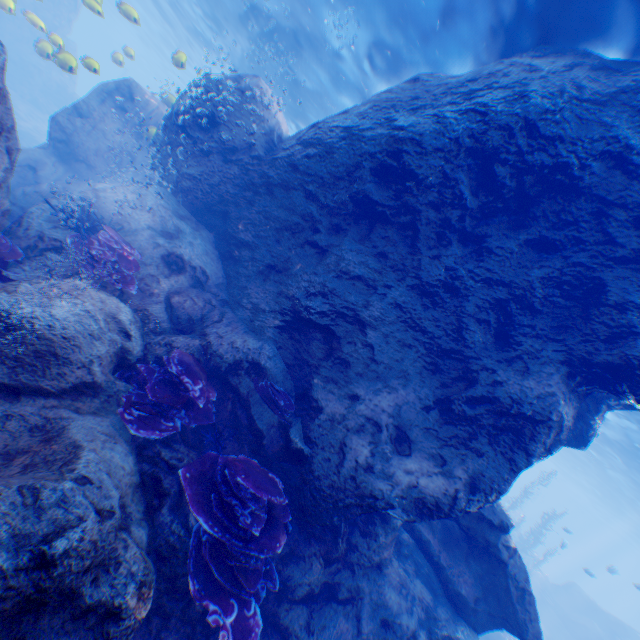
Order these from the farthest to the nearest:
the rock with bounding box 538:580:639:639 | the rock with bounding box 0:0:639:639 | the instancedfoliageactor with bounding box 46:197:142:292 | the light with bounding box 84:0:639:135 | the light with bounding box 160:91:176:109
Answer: the rock with bounding box 538:580:639:639 → the light with bounding box 160:91:176:109 → the light with bounding box 84:0:639:135 → the instancedfoliageactor with bounding box 46:197:142:292 → the rock with bounding box 0:0:639:639

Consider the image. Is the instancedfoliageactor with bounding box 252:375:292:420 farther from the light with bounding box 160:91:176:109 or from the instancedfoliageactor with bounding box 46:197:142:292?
the instancedfoliageactor with bounding box 46:197:142:292

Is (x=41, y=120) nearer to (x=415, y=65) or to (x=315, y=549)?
(x=415, y=65)

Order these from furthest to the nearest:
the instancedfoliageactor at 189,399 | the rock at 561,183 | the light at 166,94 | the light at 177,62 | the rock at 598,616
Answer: the rock at 598,616
the light at 166,94
the light at 177,62
the instancedfoliageactor at 189,399
the rock at 561,183

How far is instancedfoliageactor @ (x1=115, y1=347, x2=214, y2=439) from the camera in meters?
4.6

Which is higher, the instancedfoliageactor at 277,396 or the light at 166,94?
the light at 166,94

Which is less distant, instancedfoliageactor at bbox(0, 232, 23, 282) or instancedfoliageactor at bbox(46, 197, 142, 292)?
instancedfoliageactor at bbox(0, 232, 23, 282)

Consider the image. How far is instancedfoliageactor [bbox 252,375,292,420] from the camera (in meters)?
5.84
